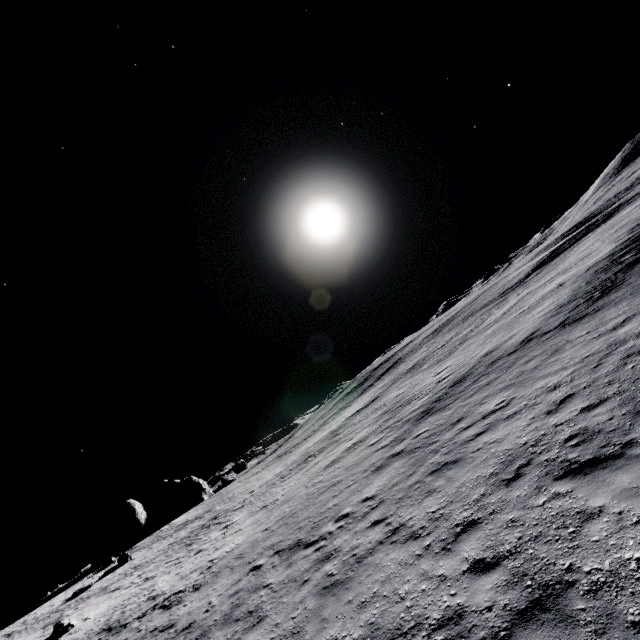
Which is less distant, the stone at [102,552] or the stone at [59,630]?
the stone at [59,630]

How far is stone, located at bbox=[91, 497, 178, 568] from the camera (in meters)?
49.22

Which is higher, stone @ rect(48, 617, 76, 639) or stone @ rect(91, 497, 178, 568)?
stone @ rect(91, 497, 178, 568)

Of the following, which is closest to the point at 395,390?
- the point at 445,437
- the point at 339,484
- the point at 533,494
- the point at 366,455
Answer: the point at 366,455

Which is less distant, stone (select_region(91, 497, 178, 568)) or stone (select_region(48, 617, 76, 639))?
stone (select_region(48, 617, 76, 639))

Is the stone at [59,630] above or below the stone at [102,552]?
below
